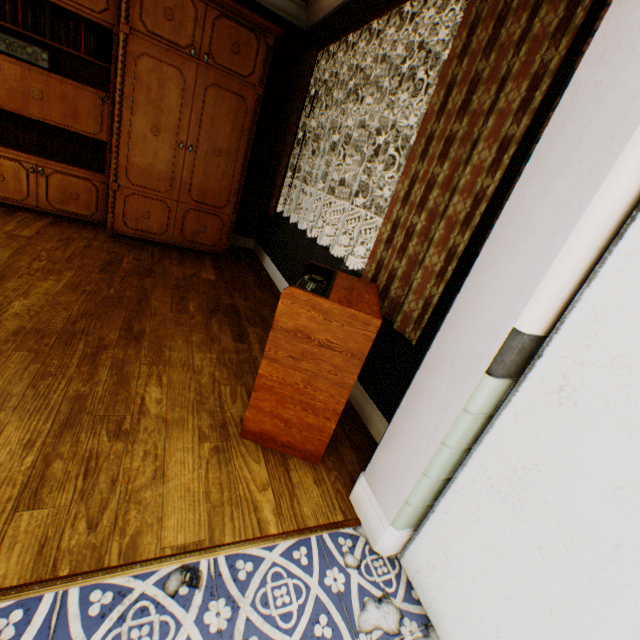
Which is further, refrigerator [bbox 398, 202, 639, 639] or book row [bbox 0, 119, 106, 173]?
book row [bbox 0, 119, 106, 173]

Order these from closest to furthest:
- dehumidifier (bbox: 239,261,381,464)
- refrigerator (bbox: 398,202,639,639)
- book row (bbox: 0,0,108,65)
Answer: refrigerator (bbox: 398,202,639,639), dehumidifier (bbox: 239,261,381,464), book row (bbox: 0,0,108,65)

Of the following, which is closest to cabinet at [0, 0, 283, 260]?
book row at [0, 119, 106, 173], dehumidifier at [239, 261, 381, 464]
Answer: book row at [0, 119, 106, 173]

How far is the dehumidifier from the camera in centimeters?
141cm

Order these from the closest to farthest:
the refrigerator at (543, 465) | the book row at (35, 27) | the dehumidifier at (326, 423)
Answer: the refrigerator at (543, 465) < the dehumidifier at (326, 423) < the book row at (35, 27)

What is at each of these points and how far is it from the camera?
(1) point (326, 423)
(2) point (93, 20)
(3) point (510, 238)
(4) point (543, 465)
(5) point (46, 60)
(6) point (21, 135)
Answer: (1) dehumidifier, 1.61m
(2) cabinet, 3.06m
(3) building, 1.03m
(4) refrigerator, 0.95m
(5) amplifier, 3.08m
(6) book row, 3.37m

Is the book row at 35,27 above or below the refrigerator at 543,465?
above

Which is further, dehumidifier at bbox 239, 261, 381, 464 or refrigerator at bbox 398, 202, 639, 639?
dehumidifier at bbox 239, 261, 381, 464
